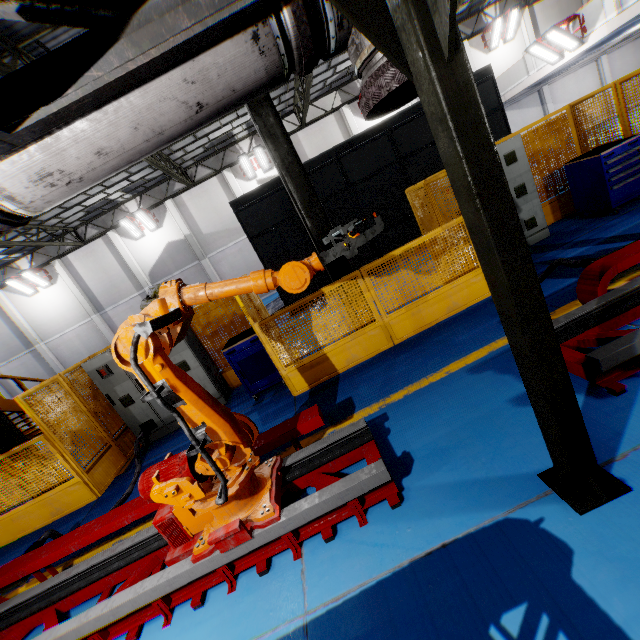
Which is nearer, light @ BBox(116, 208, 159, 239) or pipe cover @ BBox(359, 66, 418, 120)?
pipe cover @ BBox(359, 66, 418, 120)

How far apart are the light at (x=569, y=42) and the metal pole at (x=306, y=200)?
15.1m

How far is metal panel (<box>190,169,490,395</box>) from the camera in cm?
538

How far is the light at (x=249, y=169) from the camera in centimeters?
1847cm

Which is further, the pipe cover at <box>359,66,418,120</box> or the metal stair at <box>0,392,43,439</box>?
the metal stair at <box>0,392,43,439</box>

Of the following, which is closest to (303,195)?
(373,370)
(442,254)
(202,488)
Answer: (442,254)

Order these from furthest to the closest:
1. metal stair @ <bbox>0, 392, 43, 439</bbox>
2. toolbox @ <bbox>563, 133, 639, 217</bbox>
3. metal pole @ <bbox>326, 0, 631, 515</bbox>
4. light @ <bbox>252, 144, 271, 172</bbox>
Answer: light @ <bbox>252, 144, 271, 172</bbox> < metal stair @ <bbox>0, 392, 43, 439</bbox> < toolbox @ <bbox>563, 133, 639, 217</bbox> < metal pole @ <bbox>326, 0, 631, 515</bbox>

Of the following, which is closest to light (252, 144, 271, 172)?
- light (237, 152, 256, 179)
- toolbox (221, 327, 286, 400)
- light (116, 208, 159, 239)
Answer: light (237, 152, 256, 179)
